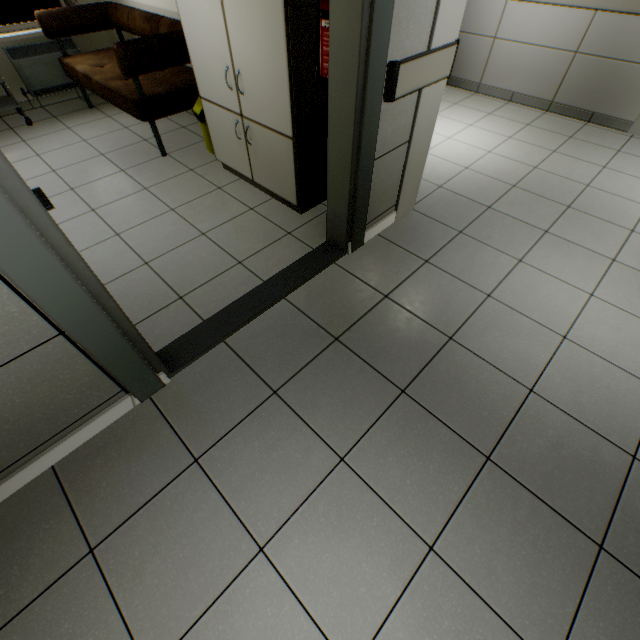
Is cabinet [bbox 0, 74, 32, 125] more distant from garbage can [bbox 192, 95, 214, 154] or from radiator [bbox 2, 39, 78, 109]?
garbage can [bbox 192, 95, 214, 154]

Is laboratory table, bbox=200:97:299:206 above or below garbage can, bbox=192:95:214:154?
below

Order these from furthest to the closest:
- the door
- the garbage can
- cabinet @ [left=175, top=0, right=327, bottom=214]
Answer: the garbage can
cabinet @ [left=175, top=0, right=327, bottom=214]
the door

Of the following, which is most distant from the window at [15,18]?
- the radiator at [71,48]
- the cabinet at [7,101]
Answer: the cabinet at [7,101]

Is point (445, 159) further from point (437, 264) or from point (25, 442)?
point (25, 442)

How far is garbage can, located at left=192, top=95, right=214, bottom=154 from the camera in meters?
3.2 m

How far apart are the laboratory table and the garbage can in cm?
30

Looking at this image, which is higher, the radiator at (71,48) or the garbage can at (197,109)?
the radiator at (71,48)
